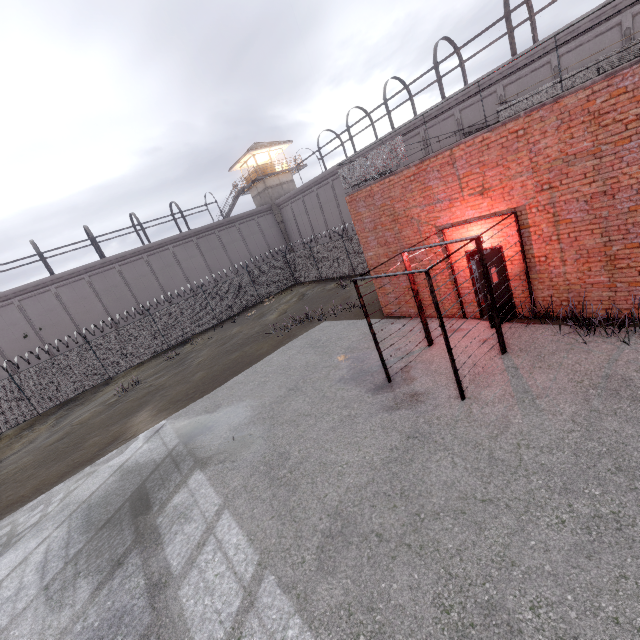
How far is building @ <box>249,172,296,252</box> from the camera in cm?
3688

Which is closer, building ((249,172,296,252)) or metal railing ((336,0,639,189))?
metal railing ((336,0,639,189))

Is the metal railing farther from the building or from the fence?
the building

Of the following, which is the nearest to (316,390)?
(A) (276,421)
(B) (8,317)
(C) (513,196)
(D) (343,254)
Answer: (A) (276,421)

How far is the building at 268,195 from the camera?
36.9m

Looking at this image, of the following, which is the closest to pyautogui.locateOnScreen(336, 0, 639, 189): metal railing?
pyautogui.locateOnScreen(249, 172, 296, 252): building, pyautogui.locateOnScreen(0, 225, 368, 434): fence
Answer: pyautogui.locateOnScreen(0, 225, 368, 434): fence

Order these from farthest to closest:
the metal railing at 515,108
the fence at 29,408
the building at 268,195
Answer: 1. the building at 268,195
2. the fence at 29,408
3. the metal railing at 515,108

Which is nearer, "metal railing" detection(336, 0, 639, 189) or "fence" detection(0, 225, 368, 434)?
"metal railing" detection(336, 0, 639, 189)
